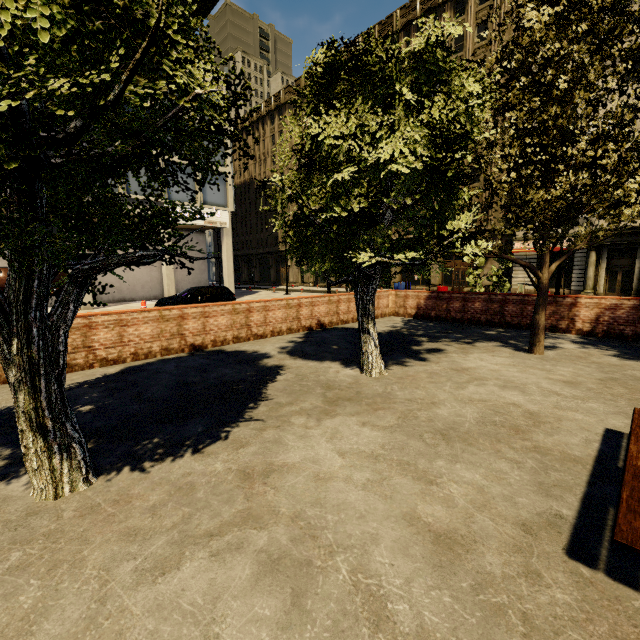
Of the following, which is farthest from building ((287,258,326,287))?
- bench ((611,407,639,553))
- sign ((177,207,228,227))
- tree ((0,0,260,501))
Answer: bench ((611,407,639,553))

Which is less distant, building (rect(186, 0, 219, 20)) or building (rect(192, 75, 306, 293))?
building (rect(192, 75, 306, 293))

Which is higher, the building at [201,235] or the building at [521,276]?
the building at [201,235]

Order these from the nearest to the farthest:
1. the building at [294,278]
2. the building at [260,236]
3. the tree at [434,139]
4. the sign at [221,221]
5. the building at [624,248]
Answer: the tree at [434,139] < the building at [624,248] < the sign at [221,221] < the building at [260,236] < the building at [294,278]

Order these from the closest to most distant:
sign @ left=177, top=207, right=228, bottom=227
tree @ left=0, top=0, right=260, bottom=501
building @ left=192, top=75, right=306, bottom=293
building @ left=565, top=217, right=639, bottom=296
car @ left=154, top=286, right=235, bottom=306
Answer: tree @ left=0, top=0, right=260, bottom=501 < car @ left=154, top=286, right=235, bottom=306 < building @ left=565, top=217, right=639, bottom=296 < sign @ left=177, top=207, right=228, bottom=227 < building @ left=192, top=75, right=306, bottom=293

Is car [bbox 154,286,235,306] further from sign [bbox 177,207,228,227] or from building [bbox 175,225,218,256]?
sign [bbox 177,207,228,227]

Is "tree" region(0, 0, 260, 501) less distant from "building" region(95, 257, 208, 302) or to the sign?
"building" region(95, 257, 208, 302)

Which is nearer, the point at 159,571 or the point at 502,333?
the point at 159,571
